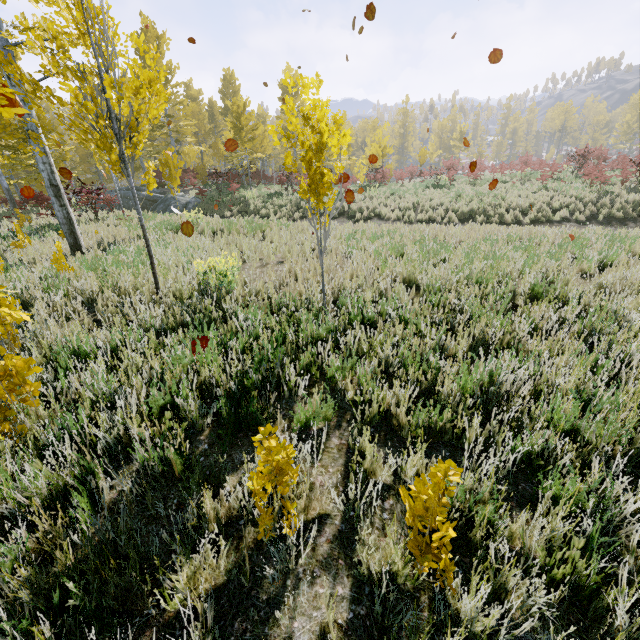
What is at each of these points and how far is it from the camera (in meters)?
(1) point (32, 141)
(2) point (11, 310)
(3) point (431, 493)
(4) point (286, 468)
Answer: (1) instancedfoliageactor, 6.96
(2) instancedfoliageactor, 1.93
(3) instancedfoliageactor, 1.49
(4) instancedfoliageactor, 1.87

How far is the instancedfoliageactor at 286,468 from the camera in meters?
1.7

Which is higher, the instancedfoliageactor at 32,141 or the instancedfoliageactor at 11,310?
the instancedfoliageactor at 32,141

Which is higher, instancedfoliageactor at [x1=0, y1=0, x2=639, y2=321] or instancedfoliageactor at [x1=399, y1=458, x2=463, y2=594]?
instancedfoliageactor at [x1=0, y1=0, x2=639, y2=321]

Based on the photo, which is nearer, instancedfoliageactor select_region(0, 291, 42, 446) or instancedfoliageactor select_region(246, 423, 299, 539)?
instancedfoliageactor select_region(246, 423, 299, 539)
